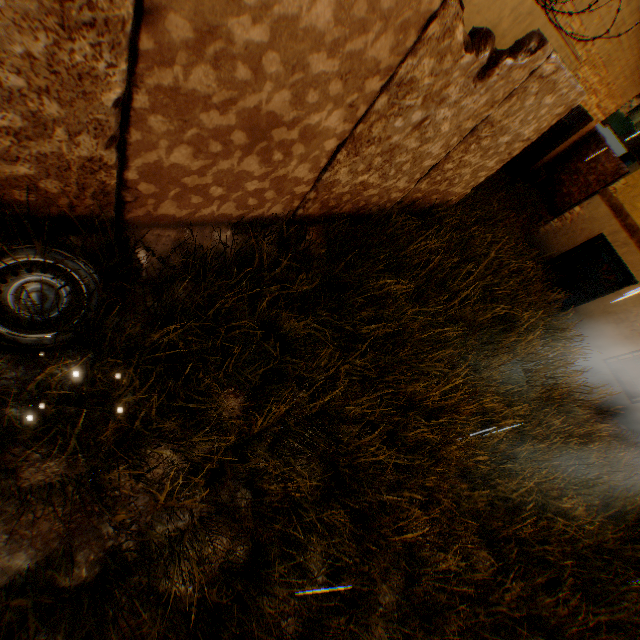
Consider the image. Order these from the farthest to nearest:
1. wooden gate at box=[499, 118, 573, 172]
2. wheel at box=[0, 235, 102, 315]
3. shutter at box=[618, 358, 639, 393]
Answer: wooden gate at box=[499, 118, 573, 172]
shutter at box=[618, 358, 639, 393]
wheel at box=[0, 235, 102, 315]

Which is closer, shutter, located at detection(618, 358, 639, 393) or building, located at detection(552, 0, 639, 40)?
building, located at detection(552, 0, 639, 40)

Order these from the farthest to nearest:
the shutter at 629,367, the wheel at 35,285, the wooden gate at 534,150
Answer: the wooden gate at 534,150 < the shutter at 629,367 < the wheel at 35,285

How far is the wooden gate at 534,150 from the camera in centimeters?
1114cm

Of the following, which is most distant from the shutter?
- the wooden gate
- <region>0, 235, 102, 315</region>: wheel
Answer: <region>0, 235, 102, 315</region>: wheel

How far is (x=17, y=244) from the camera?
2.4m

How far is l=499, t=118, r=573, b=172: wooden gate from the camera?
11.1m

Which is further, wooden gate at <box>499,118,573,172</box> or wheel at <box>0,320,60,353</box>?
wooden gate at <box>499,118,573,172</box>
